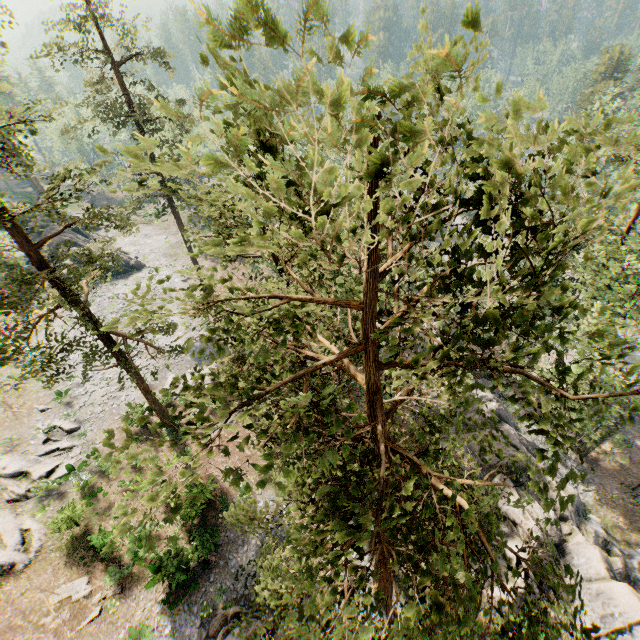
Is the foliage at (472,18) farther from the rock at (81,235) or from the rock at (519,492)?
the rock at (519,492)

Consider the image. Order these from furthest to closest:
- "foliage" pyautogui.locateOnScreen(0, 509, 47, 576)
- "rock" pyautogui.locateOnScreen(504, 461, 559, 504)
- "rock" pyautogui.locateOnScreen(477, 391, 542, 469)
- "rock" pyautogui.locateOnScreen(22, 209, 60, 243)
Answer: "rock" pyautogui.locateOnScreen(22, 209, 60, 243) < "rock" pyautogui.locateOnScreen(477, 391, 542, 469) < "rock" pyautogui.locateOnScreen(504, 461, 559, 504) < "foliage" pyautogui.locateOnScreen(0, 509, 47, 576)

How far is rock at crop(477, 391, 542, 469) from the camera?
25.2 meters

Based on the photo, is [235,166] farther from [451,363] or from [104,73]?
[104,73]

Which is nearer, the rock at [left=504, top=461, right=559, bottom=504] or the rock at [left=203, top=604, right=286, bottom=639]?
the rock at [left=203, top=604, right=286, bottom=639]

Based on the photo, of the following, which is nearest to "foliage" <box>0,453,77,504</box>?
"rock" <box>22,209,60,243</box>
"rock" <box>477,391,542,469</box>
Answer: A: "rock" <box>22,209,60,243</box>

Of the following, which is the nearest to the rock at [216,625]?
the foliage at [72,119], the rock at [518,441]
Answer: Result: the foliage at [72,119]

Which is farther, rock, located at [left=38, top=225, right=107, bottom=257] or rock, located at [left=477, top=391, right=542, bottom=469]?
rock, located at [left=38, top=225, right=107, bottom=257]
